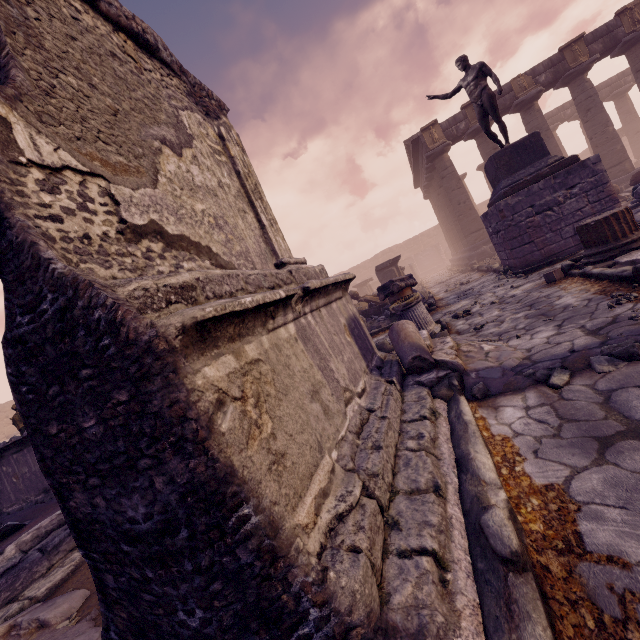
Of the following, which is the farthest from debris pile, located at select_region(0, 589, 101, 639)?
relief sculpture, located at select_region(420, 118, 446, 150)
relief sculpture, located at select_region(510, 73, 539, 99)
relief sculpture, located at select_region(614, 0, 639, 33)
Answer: relief sculpture, located at select_region(614, 0, 639, 33)

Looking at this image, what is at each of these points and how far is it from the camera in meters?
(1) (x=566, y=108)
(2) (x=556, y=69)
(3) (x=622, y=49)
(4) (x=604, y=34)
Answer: (1) entablature, 23.2 m
(2) entablature, 14.9 m
(3) column, 14.4 m
(4) entablature, 14.2 m

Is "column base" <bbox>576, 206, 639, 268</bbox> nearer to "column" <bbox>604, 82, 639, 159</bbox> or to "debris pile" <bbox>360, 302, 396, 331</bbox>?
"debris pile" <bbox>360, 302, 396, 331</bbox>

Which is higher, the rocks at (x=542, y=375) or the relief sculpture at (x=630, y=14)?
the relief sculpture at (x=630, y=14)

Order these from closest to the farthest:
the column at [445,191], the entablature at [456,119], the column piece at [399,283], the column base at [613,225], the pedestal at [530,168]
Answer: the column base at [613,225], the pedestal at [530,168], the column piece at [399,283], the entablature at [456,119], the column at [445,191]

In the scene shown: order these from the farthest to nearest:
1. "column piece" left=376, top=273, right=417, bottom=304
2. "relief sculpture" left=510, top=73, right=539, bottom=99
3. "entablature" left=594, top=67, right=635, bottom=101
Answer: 1. "entablature" left=594, top=67, right=635, bottom=101
2. "relief sculpture" left=510, top=73, right=539, bottom=99
3. "column piece" left=376, top=273, right=417, bottom=304

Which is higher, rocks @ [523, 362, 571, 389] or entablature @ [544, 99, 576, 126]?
entablature @ [544, 99, 576, 126]

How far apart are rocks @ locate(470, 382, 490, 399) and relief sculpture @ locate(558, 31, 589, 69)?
19.40m
